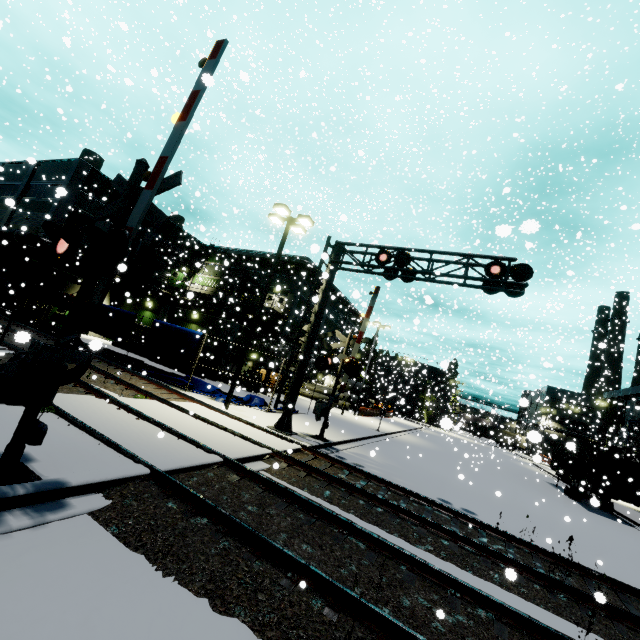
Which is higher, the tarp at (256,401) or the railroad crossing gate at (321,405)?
the railroad crossing gate at (321,405)

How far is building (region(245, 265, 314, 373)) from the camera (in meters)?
30.53

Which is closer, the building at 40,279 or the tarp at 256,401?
the tarp at 256,401

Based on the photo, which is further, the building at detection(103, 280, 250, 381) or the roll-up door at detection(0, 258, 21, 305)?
the roll-up door at detection(0, 258, 21, 305)

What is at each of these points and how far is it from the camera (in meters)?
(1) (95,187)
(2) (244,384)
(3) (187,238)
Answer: (1) building, 30.44
(2) forklift, 25.66
(3) building, 40.50

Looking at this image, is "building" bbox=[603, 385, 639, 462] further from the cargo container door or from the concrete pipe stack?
the cargo container door

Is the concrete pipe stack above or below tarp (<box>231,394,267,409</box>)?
above

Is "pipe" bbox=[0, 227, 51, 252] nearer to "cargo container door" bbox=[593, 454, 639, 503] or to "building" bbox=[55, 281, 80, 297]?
"building" bbox=[55, 281, 80, 297]
